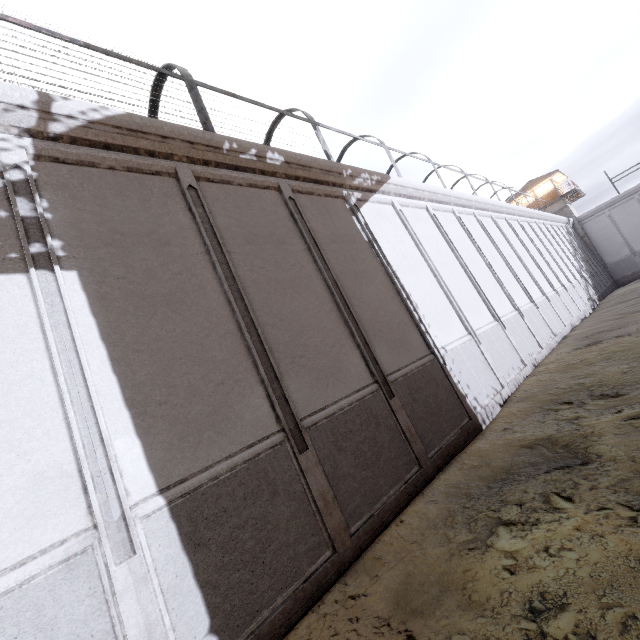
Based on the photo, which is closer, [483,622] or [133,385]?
[483,622]

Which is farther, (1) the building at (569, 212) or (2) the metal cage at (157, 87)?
(1) the building at (569, 212)

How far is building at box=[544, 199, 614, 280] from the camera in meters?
35.8

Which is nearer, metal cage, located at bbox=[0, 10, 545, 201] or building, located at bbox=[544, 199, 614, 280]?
metal cage, located at bbox=[0, 10, 545, 201]

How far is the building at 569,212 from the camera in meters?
35.8
